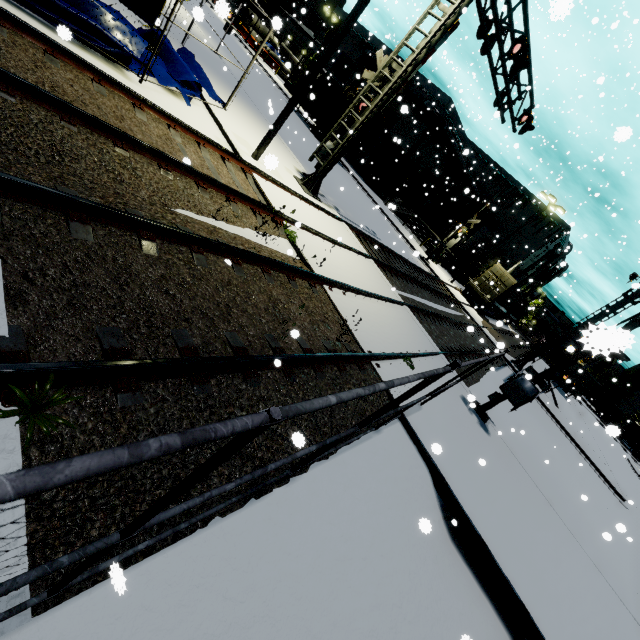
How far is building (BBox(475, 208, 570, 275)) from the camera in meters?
49.8

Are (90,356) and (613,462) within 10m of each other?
no

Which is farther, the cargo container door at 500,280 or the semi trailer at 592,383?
the semi trailer at 592,383

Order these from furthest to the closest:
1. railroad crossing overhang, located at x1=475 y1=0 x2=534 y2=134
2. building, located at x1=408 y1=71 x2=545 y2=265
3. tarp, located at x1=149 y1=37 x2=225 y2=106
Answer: building, located at x1=408 y1=71 x2=545 y2=265 < railroad crossing overhang, located at x1=475 y1=0 x2=534 y2=134 < tarp, located at x1=149 y1=37 x2=225 y2=106

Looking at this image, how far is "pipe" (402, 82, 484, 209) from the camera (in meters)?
30.89

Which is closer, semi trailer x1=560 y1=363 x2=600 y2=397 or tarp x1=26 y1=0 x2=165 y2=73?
tarp x1=26 y1=0 x2=165 y2=73

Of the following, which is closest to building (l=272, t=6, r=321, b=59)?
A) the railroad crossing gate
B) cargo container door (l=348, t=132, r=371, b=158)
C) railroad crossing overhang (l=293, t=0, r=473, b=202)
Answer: cargo container door (l=348, t=132, r=371, b=158)

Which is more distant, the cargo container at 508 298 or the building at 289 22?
the building at 289 22
